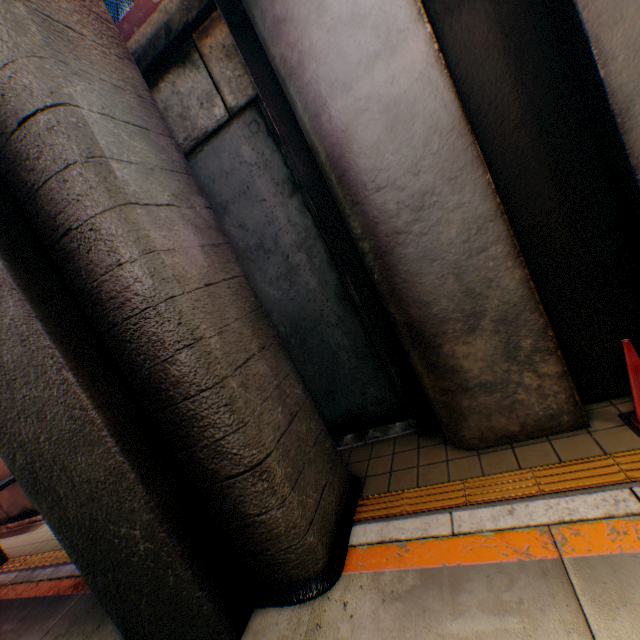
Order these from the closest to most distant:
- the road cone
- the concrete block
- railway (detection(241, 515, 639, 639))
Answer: railway (detection(241, 515, 639, 639)), the road cone, the concrete block

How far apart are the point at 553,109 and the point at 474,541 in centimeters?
381cm

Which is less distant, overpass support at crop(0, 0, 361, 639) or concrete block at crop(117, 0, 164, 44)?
overpass support at crop(0, 0, 361, 639)

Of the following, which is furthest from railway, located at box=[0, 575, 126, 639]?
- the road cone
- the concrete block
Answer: the concrete block

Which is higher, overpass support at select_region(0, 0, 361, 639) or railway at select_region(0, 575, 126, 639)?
overpass support at select_region(0, 0, 361, 639)

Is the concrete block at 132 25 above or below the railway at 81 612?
above

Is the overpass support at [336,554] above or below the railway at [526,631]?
above

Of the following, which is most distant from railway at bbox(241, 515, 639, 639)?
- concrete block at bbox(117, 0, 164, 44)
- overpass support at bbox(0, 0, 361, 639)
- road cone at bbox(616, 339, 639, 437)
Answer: concrete block at bbox(117, 0, 164, 44)
